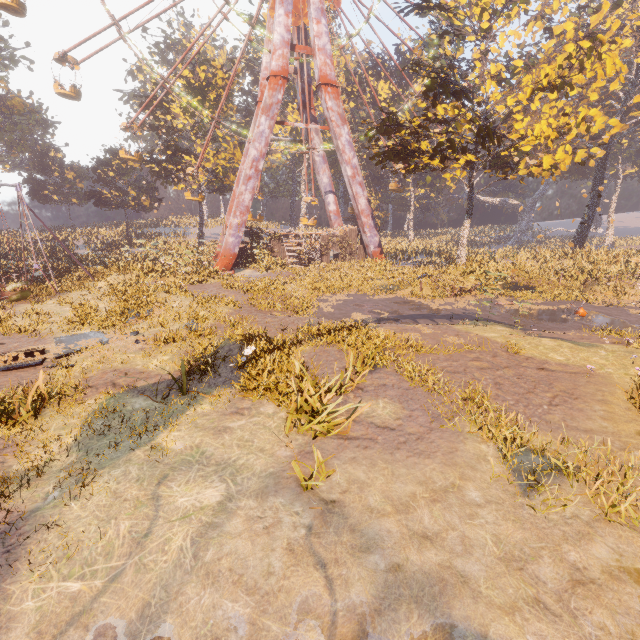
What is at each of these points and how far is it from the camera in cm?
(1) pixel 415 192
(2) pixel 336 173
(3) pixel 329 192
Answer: (1) instancedfoliageactor, 5656
(2) instancedfoliageactor, 5681
(3) metal support, 3584

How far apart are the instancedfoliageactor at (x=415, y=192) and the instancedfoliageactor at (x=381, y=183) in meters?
4.9

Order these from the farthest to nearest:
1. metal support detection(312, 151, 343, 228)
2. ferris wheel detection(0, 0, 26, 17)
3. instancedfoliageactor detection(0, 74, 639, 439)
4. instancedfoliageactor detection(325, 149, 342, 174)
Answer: instancedfoliageactor detection(325, 149, 342, 174)
metal support detection(312, 151, 343, 228)
ferris wheel detection(0, 0, 26, 17)
instancedfoliageactor detection(0, 74, 639, 439)

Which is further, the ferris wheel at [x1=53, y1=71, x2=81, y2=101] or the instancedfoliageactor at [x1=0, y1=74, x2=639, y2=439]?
the ferris wheel at [x1=53, y1=71, x2=81, y2=101]

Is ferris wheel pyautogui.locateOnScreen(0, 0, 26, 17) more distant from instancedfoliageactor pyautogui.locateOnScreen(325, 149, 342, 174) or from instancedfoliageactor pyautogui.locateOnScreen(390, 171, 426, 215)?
instancedfoliageactor pyautogui.locateOnScreen(390, 171, 426, 215)

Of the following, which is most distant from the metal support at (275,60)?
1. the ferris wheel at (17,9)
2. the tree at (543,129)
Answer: the tree at (543,129)

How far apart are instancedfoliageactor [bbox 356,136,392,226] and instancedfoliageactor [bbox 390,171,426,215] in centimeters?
491cm

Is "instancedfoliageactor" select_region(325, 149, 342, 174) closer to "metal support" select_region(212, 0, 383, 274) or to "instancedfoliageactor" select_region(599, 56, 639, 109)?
"metal support" select_region(212, 0, 383, 274)
